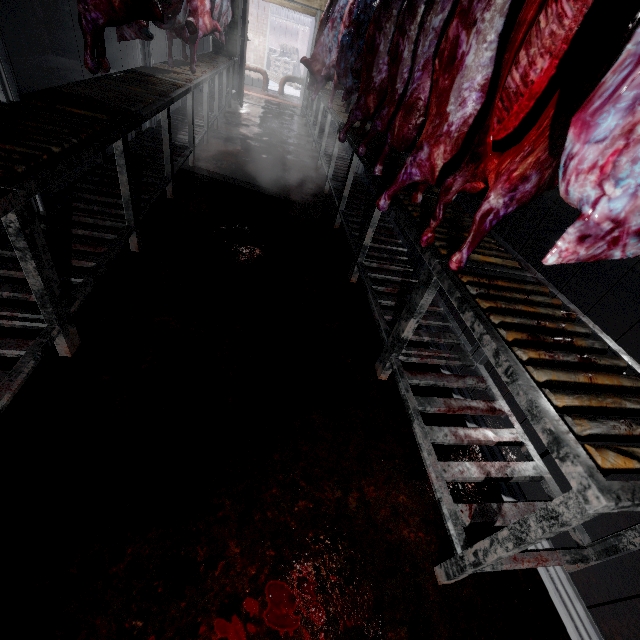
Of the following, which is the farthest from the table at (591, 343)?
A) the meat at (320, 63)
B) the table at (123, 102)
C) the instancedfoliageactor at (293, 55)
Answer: the instancedfoliageactor at (293, 55)

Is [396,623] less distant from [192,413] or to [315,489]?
[315,489]

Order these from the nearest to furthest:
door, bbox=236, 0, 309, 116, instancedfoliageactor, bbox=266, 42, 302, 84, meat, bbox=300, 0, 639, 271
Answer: meat, bbox=300, 0, 639, 271 < door, bbox=236, 0, 309, 116 < instancedfoliageactor, bbox=266, 42, 302, 84

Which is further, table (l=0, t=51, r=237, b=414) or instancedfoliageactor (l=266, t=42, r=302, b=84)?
instancedfoliageactor (l=266, t=42, r=302, b=84)

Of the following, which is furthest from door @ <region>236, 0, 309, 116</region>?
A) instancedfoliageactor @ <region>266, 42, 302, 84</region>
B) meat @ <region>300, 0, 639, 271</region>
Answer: meat @ <region>300, 0, 639, 271</region>

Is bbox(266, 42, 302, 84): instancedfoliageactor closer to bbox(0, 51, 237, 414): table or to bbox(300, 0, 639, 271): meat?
bbox(0, 51, 237, 414): table

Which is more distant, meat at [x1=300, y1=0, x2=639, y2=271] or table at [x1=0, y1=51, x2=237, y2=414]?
table at [x1=0, y1=51, x2=237, y2=414]

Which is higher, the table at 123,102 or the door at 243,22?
the door at 243,22
